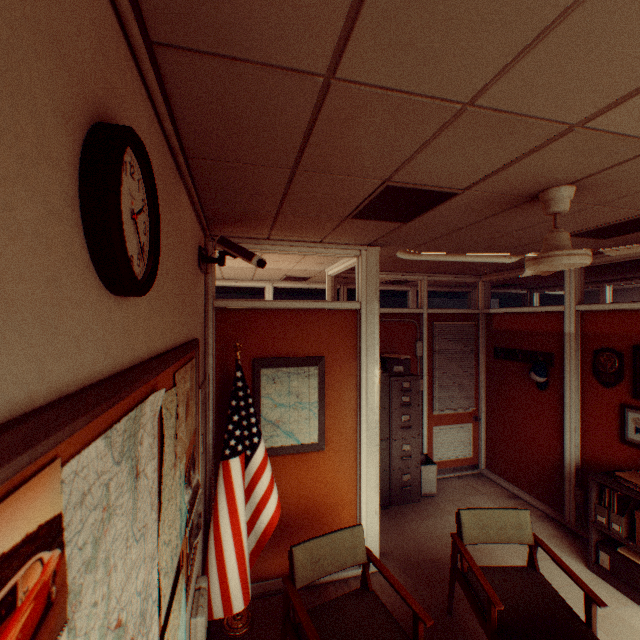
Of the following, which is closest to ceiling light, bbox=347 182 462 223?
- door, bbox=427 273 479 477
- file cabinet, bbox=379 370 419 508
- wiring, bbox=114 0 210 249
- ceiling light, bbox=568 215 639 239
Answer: wiring, bbox=114 0 210 249

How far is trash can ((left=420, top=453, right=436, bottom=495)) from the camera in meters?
4.9 m

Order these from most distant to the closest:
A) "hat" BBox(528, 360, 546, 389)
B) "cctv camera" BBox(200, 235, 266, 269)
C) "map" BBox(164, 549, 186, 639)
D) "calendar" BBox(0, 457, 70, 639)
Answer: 1. "hat" BBox(528, 360, 546, 389)
2. "cctv camera" BBox(200, 235, 266, 269)
3. "map" BBox(164, 549, 186, 639)
4. "calendar" BBox(0, 457, 70, 639)

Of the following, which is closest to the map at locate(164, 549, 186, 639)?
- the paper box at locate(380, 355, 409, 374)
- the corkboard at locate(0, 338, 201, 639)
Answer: the corkboard at locate(0, 338, 201, 639)

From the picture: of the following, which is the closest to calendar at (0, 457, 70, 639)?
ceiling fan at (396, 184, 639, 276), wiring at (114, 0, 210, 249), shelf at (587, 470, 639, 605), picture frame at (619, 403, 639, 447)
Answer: wiring at (114, 0, 210, 249)

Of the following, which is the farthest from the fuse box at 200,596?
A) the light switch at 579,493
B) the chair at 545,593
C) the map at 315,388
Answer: the light switch at 579,493

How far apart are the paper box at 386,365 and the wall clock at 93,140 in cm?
424

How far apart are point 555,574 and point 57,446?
4.88m
